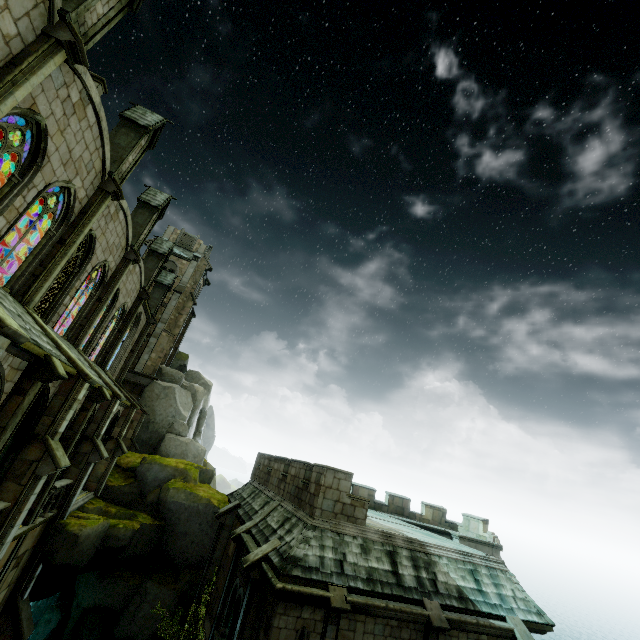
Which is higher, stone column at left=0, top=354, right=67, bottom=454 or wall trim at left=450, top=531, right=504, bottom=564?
stone column at left=0, top=354, right=67, bottom=454

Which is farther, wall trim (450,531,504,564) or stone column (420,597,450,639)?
wall trim (450,531,504,564)

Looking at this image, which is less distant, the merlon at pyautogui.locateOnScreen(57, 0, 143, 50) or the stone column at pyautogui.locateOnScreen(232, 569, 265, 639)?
the merlon at pyautogui.locateOnScreen(57, 0, 143, 50)

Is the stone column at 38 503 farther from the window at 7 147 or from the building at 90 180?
the window at 7 147

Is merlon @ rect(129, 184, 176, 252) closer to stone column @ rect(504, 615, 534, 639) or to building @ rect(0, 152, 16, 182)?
building @ rect(0, 152, 16, 182)

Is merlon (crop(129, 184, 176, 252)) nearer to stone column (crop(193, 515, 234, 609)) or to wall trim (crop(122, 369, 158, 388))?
wall trim (crop(122, 369, 158, 388))

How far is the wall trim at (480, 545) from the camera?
24.15m

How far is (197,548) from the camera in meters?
19.9
